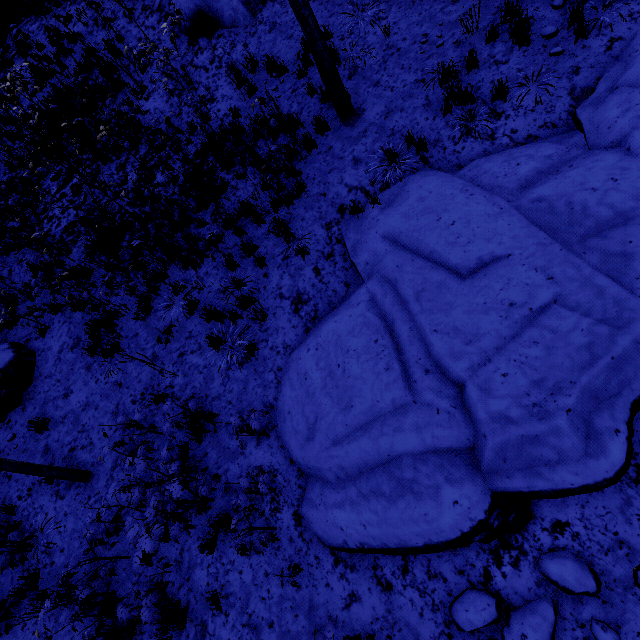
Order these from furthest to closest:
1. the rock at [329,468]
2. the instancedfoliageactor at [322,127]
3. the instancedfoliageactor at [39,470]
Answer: the instancedfoliageactor at [322,127] → the instancedfoliageactor at [39,470] → the rock at [329,468]

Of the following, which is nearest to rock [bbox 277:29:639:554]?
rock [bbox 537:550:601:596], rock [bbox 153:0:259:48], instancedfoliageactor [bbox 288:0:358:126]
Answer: rock [bbox 537:550:601:596]

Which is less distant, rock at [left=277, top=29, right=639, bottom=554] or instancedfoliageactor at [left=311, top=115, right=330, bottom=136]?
rock at [left=277, top=29, right=639, bottom=554]

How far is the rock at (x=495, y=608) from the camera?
3.7 meters

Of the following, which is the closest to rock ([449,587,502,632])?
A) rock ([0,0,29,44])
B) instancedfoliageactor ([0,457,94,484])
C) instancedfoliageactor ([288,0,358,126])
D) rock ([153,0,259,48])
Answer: instancedfoliageactor ([288,0,358,126])

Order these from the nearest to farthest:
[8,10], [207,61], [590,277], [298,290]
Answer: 1. [590,277]
2. [298,290]
3. [207,61]
4. [8,10]

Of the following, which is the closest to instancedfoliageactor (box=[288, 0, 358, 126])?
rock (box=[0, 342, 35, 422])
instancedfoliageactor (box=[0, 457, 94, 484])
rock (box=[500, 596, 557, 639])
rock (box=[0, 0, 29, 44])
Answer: instancedfoliageactor (box=[0, 457, 94, 484])
